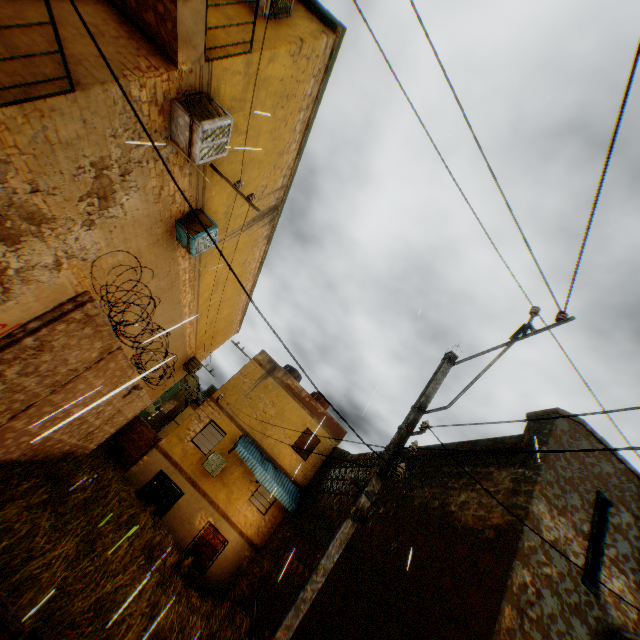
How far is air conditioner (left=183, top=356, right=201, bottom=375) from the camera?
19.06m

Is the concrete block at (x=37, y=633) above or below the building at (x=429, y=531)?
below

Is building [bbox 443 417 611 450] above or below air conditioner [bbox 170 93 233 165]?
above

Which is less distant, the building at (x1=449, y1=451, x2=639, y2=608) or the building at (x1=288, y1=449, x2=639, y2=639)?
the building at (x1=288, y1=449, x2=639, y2=639)

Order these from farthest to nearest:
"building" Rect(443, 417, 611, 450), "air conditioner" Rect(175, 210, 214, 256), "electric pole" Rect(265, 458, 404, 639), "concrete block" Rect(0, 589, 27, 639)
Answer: "air conditioner" Rect(175, 210, 214, 256)
"building" Rect(443, 417, 611, 450)
"electric pole" Rect(265, 458, 404, 639)
"concrete block" Rect(0, 589, 27, 639)

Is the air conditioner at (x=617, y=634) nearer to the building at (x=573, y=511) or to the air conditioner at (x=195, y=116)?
the building at (x=573, y=511)

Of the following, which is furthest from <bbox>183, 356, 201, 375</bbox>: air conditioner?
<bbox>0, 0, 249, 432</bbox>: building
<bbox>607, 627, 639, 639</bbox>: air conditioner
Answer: <bbox>607, 627, 639, 639</bbox>: air conditioner

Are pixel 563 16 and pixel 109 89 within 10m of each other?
yes
